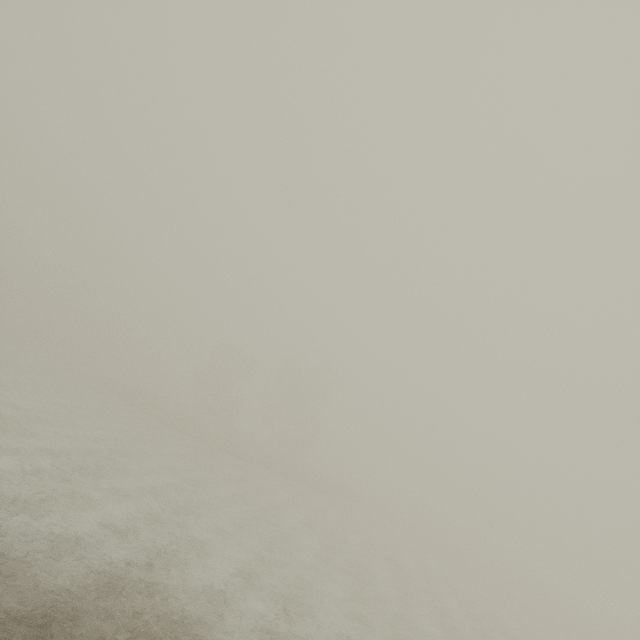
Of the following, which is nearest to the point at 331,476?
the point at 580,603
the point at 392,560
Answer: the point at 392,560
